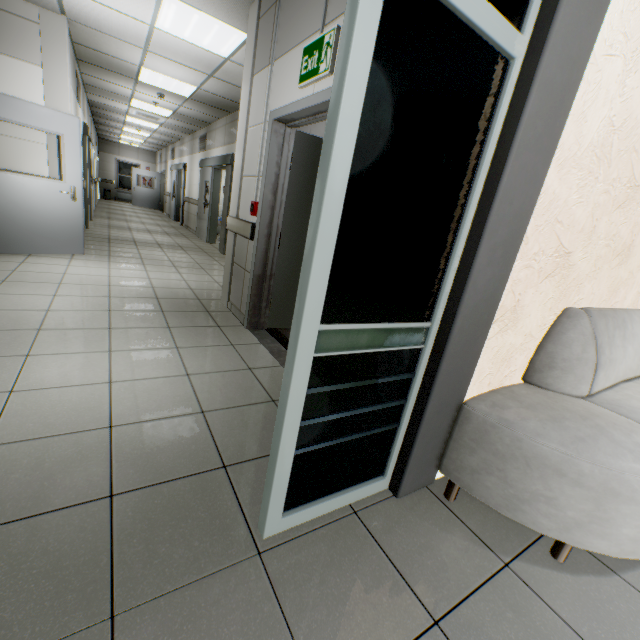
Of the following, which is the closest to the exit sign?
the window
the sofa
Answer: the sofa

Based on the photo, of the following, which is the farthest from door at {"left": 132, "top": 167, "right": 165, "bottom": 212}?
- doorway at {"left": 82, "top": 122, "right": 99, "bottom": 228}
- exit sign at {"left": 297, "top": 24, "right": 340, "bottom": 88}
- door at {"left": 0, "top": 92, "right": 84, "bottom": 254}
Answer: exit sign at {"left": 297, "top": 24, "right": 340, "bottom": 88}

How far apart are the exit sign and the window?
22.16m

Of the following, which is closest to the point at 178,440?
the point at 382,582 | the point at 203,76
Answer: the point at 382,582

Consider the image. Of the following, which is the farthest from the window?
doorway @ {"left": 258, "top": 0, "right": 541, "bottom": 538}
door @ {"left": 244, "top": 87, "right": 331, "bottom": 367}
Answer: doorway @ {"left": 258, "top": 0, "right": 541, "bottom": 538}

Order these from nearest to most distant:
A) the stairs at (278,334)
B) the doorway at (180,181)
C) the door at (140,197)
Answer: the stairs at (278,334) < the doorway at (180,181) < the door at (140,197)

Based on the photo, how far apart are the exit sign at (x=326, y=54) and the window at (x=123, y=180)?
22.16m

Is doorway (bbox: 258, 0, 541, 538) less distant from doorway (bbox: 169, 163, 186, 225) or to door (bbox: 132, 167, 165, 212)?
doorway (bbox: 169, 163, 186, 225)
